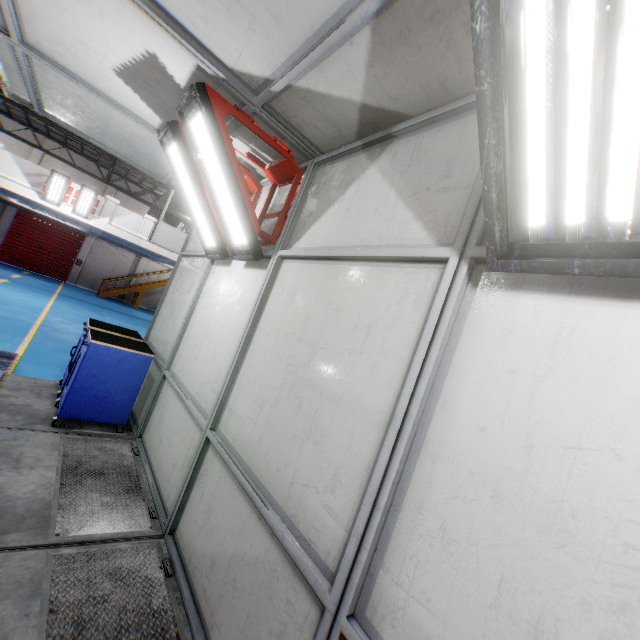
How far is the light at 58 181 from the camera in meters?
12.8 m

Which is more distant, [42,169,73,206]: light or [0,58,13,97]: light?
[42,169,73,206]: light

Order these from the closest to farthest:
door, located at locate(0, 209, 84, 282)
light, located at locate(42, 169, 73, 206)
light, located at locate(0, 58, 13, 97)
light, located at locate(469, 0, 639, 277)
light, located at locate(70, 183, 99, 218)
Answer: light, located at locate(469, 0, 639, 277) < light, located at locate(0, 58, 13, 97) < light, located at locate(42, 169, 73, 206) < light, located at locate(70, 183, 99, 218) < door, located at locate(0, 209, 84, 282)

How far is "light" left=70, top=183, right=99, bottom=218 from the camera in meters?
13.4 m

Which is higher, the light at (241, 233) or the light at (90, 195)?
the light at (90, 195)

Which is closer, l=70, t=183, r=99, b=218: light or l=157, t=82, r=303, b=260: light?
l=157, t=82, r=303, b=260: light

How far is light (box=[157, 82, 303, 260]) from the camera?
2.9m

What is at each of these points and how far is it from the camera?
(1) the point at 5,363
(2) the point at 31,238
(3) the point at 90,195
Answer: (1) metal ramp, 5.7m
(2) door, 22.4m
(3) light, 13.6m
